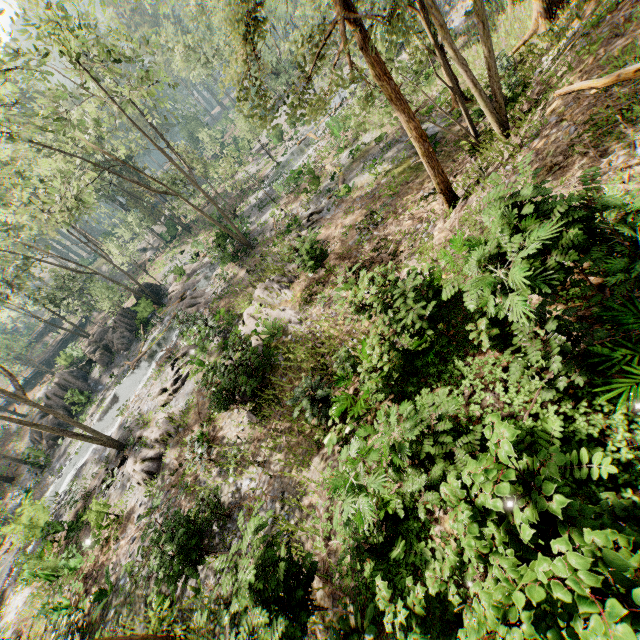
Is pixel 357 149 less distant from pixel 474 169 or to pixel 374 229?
pixel 374 229

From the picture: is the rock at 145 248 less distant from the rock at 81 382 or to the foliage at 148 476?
the foliage at 148 476

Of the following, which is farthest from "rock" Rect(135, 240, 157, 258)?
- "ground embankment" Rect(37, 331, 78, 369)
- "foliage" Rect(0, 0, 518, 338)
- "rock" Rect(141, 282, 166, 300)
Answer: "rock" Rect(141, 282, 166, 300)

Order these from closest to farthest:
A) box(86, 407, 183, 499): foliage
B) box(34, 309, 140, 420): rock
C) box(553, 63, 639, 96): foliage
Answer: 1. box(553, 63, 639, 96): foliage
2. box(86, 407, 183, 499): foliage
3. box(34, 309, 140, 420): rock

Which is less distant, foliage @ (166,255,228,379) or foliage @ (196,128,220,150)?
foliage @ (166,255,228,379)

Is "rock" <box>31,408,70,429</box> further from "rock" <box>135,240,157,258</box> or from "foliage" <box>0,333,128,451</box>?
"rock" <box>135,240,157,258</box>

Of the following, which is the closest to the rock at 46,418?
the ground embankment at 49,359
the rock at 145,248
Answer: the rock at 145,248
